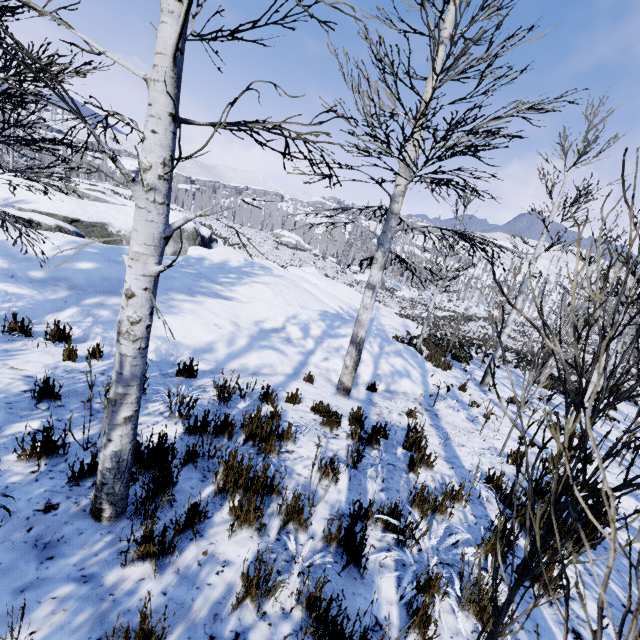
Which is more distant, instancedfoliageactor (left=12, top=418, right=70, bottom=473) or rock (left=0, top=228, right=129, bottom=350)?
rock (left=0, top=228, right=129, bottom=350)

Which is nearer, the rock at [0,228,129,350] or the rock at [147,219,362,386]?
the rock at [0,228,129,350]

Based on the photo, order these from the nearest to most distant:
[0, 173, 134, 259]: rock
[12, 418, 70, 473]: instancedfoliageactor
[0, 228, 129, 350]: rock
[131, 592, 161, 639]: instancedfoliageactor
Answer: [131, 592, 161, 639]: instancedfoliageactor, [12, 418, 70, 473]: instancedfoliageactor, [0, 228, 129, 350]: rock, [0, 173, 134, 259]: rock

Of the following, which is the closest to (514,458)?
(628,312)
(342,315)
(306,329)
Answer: (306,329)

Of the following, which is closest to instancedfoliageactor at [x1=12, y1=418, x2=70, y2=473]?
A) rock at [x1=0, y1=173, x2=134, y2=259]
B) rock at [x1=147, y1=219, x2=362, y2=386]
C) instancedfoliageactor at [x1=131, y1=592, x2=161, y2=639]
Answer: instancedfoliageactor at [x1=131, y1=592, x2=161, y2=639]

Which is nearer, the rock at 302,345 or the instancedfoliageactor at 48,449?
the instancedfoliageactor at 48,449

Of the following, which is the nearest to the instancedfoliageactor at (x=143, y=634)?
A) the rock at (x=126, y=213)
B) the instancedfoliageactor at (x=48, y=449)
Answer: the instancedfoliageactor at (x=48, y=449)
